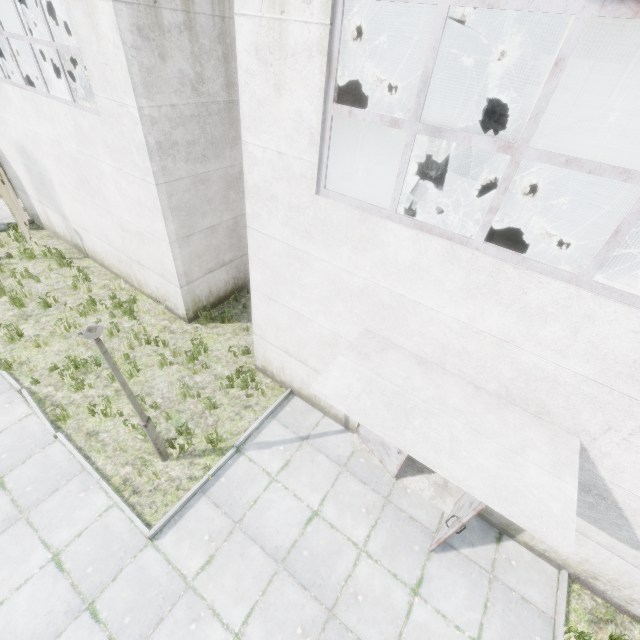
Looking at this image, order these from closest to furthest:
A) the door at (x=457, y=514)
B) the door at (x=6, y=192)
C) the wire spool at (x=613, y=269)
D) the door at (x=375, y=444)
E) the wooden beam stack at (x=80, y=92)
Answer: the door at (x=457, y=514) < the door at (x=375, y=444) < the door at (x=6, y=192) < the wire spool at (x=613, y=269) < the wooden beam stack at (x=80, y=92)

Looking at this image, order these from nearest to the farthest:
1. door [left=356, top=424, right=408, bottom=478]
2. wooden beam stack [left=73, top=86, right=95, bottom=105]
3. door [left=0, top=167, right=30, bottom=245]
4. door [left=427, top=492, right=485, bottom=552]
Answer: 1. door [left=427, top=492, right=485, bottom=552]
2. door [left=356, top=424, right=408, bottom=478]
3. door [left=0, top=167, right=30, bottom=245]
4. wooden beam stack [left=73, top=86, right=95, bottom=105]

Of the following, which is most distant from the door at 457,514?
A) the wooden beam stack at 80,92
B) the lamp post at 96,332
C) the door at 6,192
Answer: the wooden beam stack at 80,92

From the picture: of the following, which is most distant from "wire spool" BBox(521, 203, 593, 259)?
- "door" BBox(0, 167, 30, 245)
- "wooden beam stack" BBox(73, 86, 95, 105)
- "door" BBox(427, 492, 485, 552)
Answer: "wooden beam stack" BBox(73, 86, 95, 105)

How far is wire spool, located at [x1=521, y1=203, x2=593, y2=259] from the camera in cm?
1353

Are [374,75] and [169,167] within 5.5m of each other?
yes

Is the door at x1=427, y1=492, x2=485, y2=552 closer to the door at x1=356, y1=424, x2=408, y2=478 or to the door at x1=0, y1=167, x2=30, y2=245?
the door at x1=356, y1=424, x2=408, y2=478

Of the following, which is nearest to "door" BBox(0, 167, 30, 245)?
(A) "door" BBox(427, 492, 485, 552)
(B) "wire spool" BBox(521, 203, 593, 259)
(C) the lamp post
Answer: (C) the lamp post
